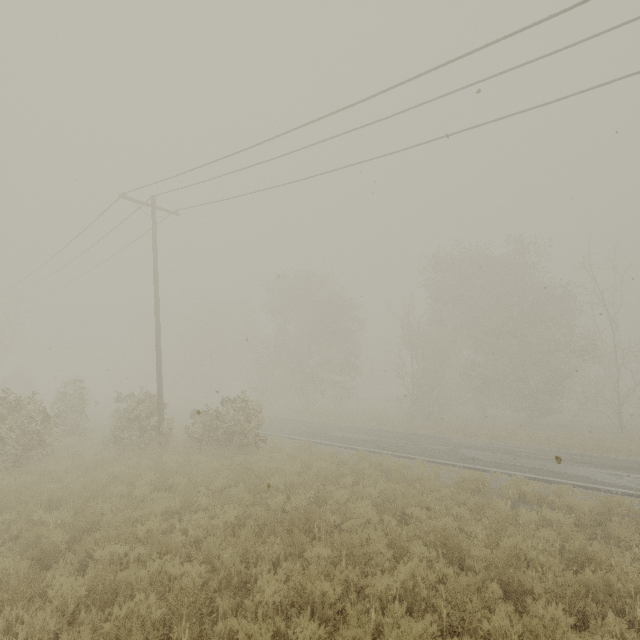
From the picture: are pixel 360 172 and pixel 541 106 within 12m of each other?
yes
